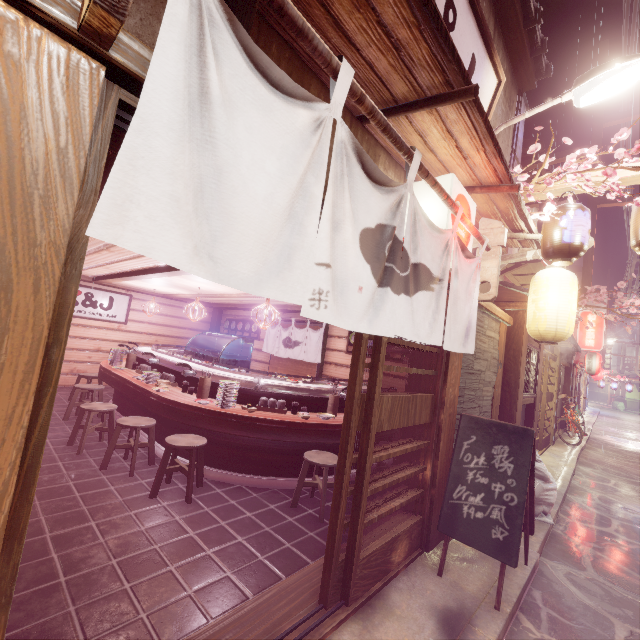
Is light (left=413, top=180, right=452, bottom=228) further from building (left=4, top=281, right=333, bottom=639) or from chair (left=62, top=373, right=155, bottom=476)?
chair (left=62, top=373, right=155, bottom=476)

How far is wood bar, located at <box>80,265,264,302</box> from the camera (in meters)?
9.64

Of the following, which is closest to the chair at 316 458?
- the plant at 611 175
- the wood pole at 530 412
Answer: the plant at 611 175

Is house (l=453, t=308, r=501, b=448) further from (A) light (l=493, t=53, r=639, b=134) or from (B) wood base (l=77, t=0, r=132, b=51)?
(B) wood base (l=77, t=0, r=132, b=51)

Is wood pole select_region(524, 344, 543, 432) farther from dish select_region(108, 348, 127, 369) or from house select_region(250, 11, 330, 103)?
dish select_region(108, 348, 127, 369)

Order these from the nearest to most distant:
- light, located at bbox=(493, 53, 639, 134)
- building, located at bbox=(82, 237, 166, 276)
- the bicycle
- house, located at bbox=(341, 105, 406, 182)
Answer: house, located at bbox=(341, 105, 406, 182)
light, located at bbox=(493, 53, 639, 134)
building, located at bbox=(82, 237, 166, 276)
the bicycle

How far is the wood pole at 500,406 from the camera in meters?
9.6 m

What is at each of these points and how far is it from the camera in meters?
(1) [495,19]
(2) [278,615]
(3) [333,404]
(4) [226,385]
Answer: (1) house, 8.7
(2) wood bar, 4.3
(3) tableware, 8.9
(4) dish, 7.9
